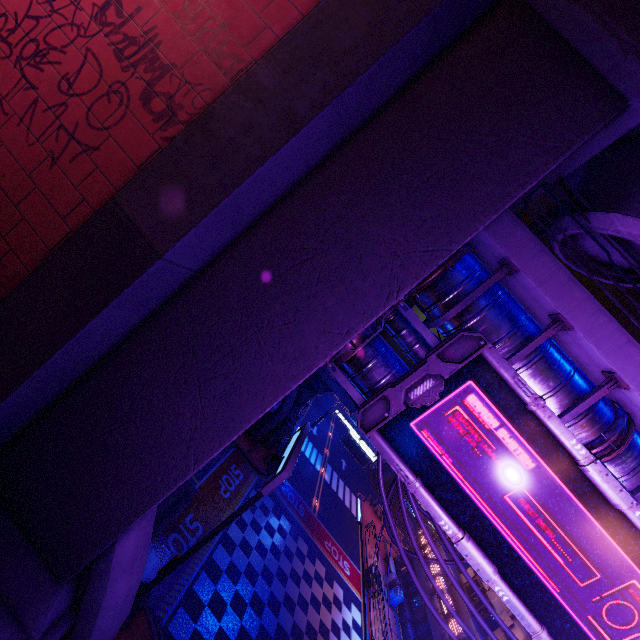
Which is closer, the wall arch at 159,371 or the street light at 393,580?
the wall arch at 159,371

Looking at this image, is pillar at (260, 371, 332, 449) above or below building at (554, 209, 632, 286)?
below

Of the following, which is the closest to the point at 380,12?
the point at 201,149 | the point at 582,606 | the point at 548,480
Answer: the point at 201,149

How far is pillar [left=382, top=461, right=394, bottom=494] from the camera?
44.6m

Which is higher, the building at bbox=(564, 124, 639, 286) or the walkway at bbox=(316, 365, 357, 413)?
the building at bbox=(564, 124, 639, 286)

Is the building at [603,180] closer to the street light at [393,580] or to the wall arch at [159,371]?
the wall arch at [159,371]

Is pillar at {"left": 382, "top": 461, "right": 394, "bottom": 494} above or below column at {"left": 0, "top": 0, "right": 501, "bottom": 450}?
below

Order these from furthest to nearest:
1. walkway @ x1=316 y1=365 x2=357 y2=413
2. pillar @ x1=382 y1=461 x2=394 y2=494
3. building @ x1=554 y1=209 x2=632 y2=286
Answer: pillar @ x1=382 y1=461 x2=394 y2=494
walkway @ x1=316 y1=365 x2=357 y2=413
building @ x1=554 y1=209 x2=632 y2=286
